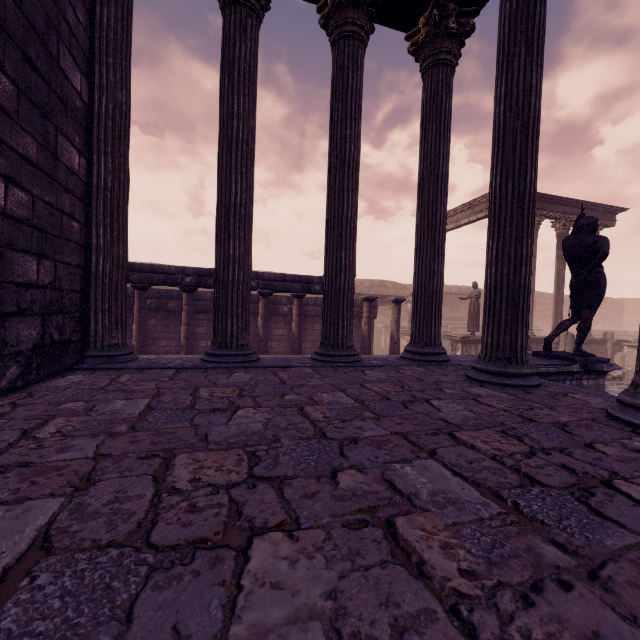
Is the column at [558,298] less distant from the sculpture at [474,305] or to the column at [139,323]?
the sculpture at [474,305]

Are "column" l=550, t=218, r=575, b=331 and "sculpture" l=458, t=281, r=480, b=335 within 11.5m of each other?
yes

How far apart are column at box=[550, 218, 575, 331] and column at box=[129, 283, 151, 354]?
17.01m

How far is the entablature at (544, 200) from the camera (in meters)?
14.53

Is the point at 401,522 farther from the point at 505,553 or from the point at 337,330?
the point at 337,330

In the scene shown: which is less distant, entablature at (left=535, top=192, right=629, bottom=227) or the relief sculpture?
the relief sculpture

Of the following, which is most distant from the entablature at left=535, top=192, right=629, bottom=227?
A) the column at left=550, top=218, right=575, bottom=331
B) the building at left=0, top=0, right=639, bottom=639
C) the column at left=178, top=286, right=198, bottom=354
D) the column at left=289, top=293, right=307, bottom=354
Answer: the column at left=178, top=286, right=198, bottom=354

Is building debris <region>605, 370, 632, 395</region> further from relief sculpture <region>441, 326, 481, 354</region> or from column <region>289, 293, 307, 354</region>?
column <region>289, 293, 307, 354</region>
